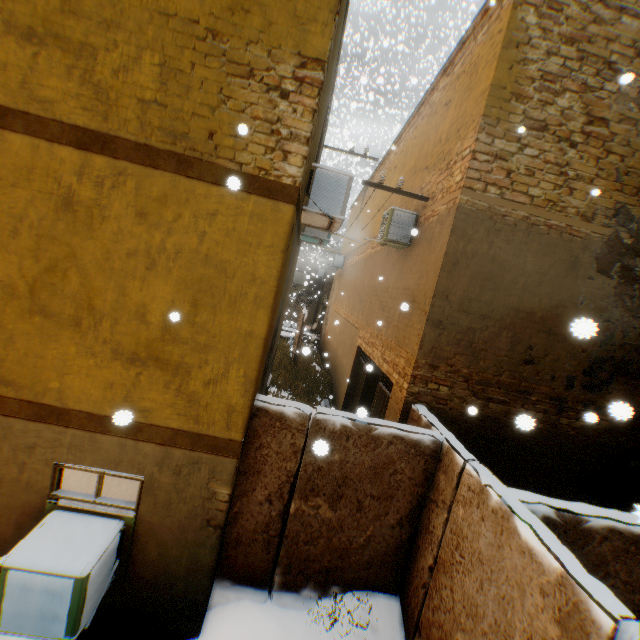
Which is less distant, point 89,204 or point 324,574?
point 89,204

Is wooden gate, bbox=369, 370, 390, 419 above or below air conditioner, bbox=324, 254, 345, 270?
below

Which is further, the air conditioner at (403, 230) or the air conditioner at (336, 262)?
the air conditioner at (336, 262)

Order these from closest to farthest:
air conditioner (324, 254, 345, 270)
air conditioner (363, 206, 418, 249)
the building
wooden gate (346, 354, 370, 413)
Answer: the building → air conditioner (363, 206, 418, 249) → wooden gate (346, 354, 370, 413) → air conditioner (324, 254, 345, 270)

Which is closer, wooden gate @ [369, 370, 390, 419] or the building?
the building

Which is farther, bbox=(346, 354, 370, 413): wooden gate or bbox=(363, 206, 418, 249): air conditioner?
bbox=(346, 354, 370, 413): wooden gate

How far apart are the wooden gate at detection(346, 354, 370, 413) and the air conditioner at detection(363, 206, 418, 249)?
3.2 meters

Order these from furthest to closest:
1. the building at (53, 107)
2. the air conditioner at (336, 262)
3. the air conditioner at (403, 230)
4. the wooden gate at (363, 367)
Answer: the air conditioner at (336, 262) < the wooden gate at (363, 367) < the air conditioner at (403, 230) < the building at (53, 107)
